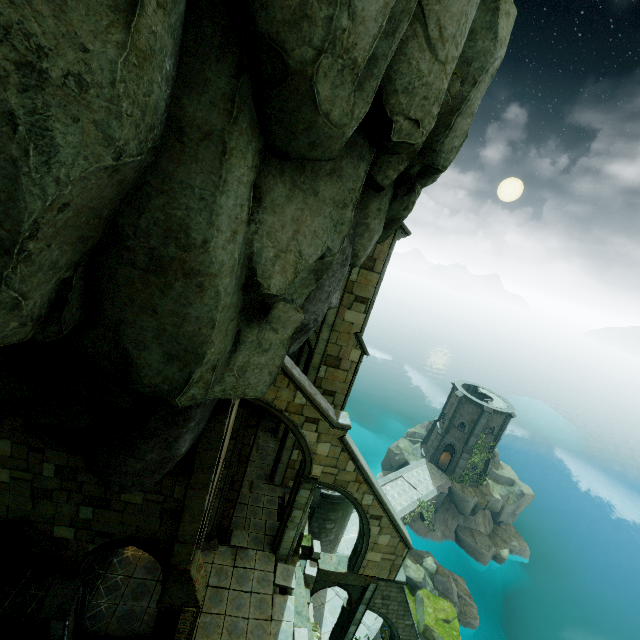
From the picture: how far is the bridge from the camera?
30.59m

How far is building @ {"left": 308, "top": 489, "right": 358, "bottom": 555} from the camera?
A: 19.7m

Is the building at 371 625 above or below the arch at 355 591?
below

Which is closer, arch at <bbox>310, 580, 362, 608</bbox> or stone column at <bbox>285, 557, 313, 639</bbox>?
stone column at <bbox>285, 557, 313, 639</bbox>

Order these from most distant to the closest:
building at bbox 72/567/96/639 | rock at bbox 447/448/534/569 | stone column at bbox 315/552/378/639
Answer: rock at bbox 447/448/534/569
stone column at bbox 315/552/378/639
building at bbox 72/567/96/639

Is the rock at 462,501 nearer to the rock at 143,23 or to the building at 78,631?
the rock at 143,23

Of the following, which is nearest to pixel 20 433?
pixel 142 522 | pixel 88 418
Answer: pixel 88 418

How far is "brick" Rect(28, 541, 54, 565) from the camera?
11.9m
